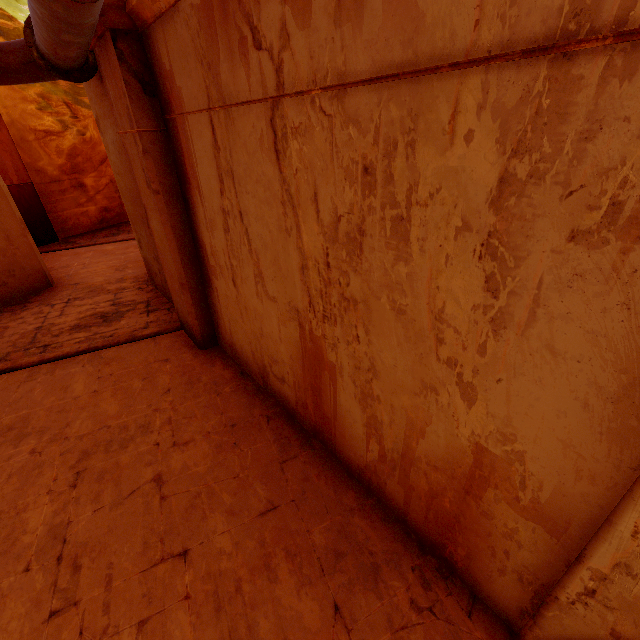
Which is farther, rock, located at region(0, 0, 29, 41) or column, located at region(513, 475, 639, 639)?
rock, located at region(0, 0, 29, 41)

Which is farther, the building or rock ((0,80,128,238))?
rock ((0,80,128,238))

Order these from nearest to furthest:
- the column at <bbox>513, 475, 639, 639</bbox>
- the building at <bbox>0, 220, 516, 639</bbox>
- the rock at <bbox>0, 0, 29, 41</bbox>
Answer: the column at <bbox>513, 475, 639, 639</bbox> < the building at <bbox>0, 220, 516, 639</bbox> < the rock at <bbox>0, 0, 29, 41</bbox>

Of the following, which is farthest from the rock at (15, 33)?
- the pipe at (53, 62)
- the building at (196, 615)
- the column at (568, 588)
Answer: the column at (568, 588)

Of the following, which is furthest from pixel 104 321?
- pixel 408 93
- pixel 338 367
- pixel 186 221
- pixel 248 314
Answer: pixel 408 93

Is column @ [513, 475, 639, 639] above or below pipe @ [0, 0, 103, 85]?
below

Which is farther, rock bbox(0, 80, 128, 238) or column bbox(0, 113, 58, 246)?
rock bbox(0, 80, 128, 238)

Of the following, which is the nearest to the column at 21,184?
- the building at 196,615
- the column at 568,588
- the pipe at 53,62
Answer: the building at 196,615
